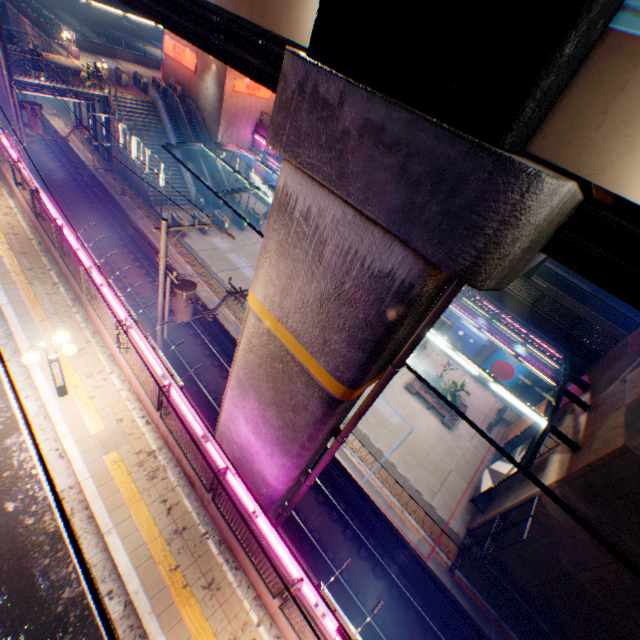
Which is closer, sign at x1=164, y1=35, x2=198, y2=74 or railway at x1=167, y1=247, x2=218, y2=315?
railway at x1=167, y1=247, x2=218, y2=315

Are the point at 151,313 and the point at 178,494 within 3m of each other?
no

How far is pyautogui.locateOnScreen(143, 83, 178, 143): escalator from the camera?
31.2m

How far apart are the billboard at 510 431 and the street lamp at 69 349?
20.9 meters

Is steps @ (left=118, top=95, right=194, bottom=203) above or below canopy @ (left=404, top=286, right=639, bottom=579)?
below

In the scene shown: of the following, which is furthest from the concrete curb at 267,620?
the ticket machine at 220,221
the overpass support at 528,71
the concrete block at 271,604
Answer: the ticket machine at 220,221

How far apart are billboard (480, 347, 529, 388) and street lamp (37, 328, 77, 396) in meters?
25.4 m

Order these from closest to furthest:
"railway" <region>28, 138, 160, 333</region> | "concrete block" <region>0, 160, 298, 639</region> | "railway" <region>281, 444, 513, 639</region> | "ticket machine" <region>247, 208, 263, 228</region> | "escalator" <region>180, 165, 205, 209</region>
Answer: "concrete block" <region>0, 160, 298, 639</region> < "railway" <region>281, 444, 513, 639</region> < "railway" <region>28, 138, 160, 333</region> < "escalator" <region>180, 165, 205, 209</region> < "ticket machine" <region>247, 208, 263, 228</region>
